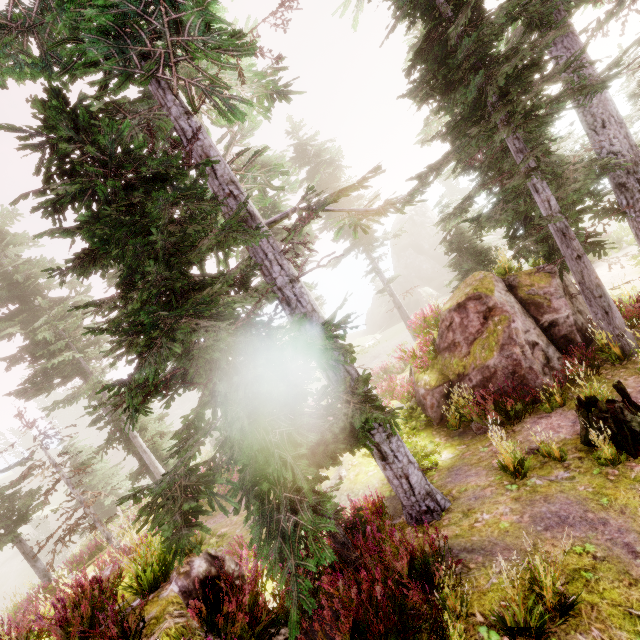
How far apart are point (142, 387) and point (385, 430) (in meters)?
3.53

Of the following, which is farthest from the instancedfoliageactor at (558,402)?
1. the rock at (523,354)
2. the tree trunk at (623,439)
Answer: the tree trunk at (623,439)

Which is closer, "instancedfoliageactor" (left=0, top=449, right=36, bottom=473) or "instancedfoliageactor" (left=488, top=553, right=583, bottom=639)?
"instancedfoliageactor" (left=488, top=553, right=583, bottom=639)

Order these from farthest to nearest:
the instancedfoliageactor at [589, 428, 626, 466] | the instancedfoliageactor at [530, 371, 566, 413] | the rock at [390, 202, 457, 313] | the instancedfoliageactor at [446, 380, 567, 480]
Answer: the rock at [390, 202, 457, 313], the instancedfoliageactor at [530, 371, 566, 413], the instancedfoliageactor at [446, 380, 567, 480], the instancedfoliageactor at [589, 428, 626, 466]

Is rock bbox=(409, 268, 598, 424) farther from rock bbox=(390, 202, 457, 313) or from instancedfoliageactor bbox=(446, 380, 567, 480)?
rock bbox=(390, 202, 457, 313)

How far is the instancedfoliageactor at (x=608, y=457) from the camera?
5.80m

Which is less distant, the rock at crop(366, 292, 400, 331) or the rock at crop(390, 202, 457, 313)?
the rock at crop(390, 202, 457, 313)

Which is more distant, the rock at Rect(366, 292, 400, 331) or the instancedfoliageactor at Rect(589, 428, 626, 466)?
the rock at Rect(366, 292, 400, 331)
